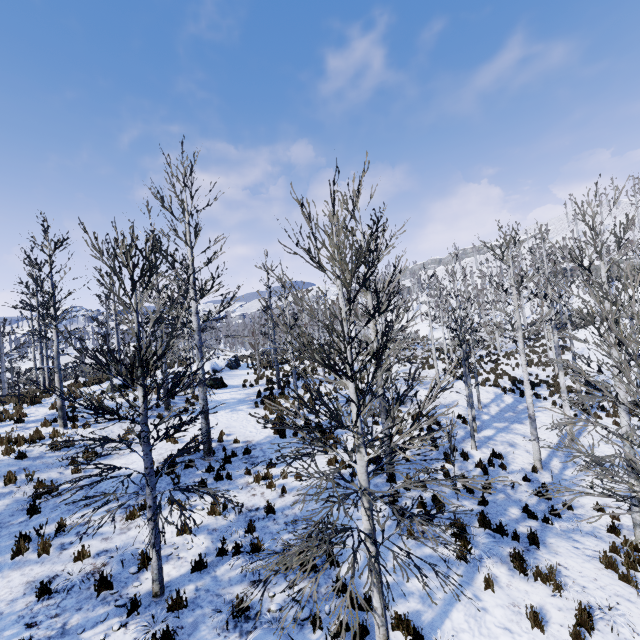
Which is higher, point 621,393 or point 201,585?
point 621,393

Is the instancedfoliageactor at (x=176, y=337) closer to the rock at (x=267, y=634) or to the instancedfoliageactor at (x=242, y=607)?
the rock at (x=267, y=634)

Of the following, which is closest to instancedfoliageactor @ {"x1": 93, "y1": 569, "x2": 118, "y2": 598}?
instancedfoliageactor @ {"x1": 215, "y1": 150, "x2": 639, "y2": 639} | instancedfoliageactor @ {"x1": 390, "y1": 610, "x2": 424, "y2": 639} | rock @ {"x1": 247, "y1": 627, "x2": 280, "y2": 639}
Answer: instancedfoliageactor @ {"x1": 390, "y1": 610, "x2": 424, "y2": 639}

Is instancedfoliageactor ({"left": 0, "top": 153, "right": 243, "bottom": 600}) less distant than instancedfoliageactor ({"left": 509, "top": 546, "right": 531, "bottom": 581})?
Yes

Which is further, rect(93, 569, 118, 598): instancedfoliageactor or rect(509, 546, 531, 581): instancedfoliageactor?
rect(509, 546, 531, 581): instancedfoliageactor

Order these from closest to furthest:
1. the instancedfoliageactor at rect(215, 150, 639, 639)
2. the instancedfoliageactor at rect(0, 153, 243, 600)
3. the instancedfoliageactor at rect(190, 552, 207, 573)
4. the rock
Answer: the instancedfoliageactor at rect(215, 150, 639, 639) → the rock → the instancedfoliageactor at rect(0, 153, 243, 600) → the instancedfoliageactor at rect(190, 552, 207, 573)

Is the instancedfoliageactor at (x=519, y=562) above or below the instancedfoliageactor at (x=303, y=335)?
below

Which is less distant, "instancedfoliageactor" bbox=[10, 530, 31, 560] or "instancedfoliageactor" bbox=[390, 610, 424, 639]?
"instancedfoliageactor" bbox=[390, 610, 424, 639]
